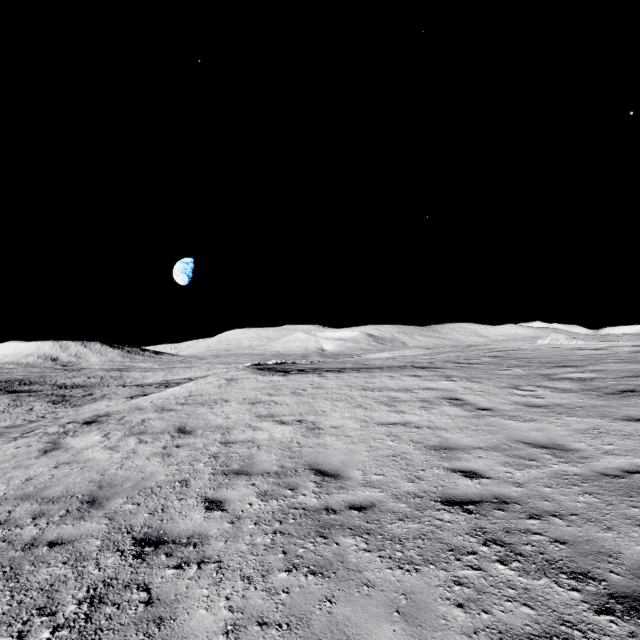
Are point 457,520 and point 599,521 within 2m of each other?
yes
